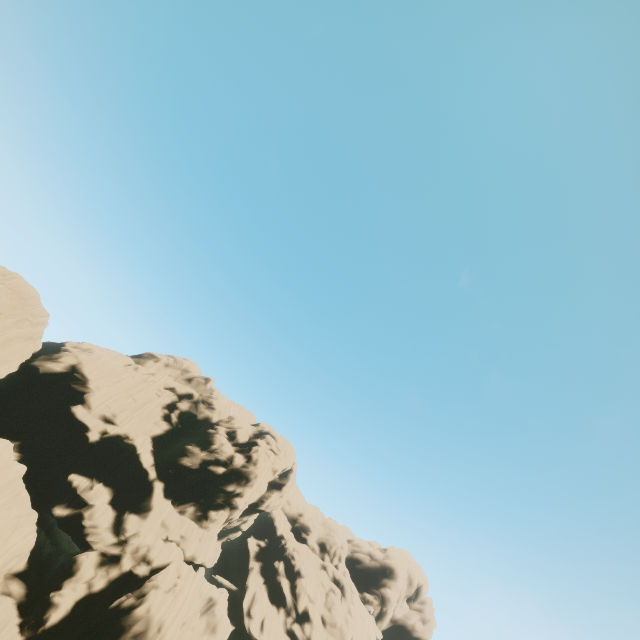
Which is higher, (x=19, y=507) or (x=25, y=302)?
(x=25, y=302)
